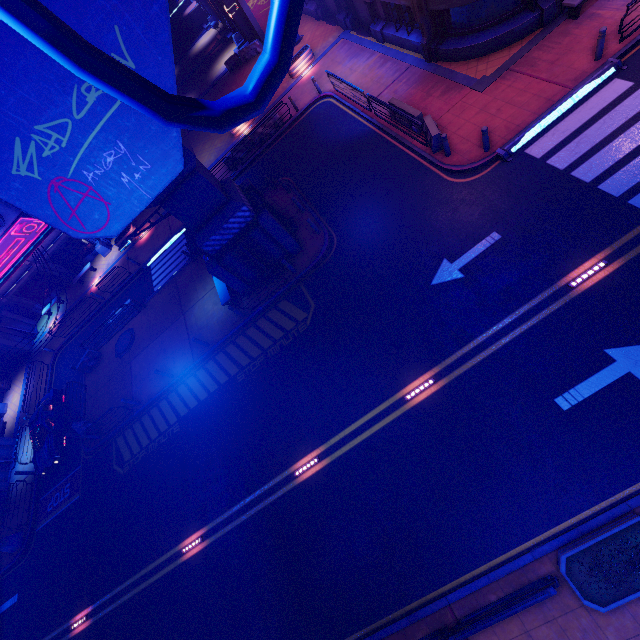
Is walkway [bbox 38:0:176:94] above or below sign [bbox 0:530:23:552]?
above

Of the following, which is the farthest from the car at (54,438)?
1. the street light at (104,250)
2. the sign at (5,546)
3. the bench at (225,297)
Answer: the bench at (225,297)

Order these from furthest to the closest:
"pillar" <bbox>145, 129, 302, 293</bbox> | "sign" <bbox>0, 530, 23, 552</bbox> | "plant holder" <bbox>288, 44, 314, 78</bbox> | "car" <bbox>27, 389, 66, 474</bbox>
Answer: "plant holder" <bbox>288, 44, 314, 78</bbox>
"car" <bbox>27, 389, 66, 474</bbox>
"sign" <bbox>0, 530, 23, 552</bbox>
"pillar" <bbox>145, 129, 302, 293</bbox>

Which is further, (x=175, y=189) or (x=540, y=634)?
(x=175, y=189)

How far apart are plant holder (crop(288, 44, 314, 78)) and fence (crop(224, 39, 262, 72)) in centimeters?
824cm

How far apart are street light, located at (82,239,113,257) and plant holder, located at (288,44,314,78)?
21.1m

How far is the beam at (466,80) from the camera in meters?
15.4

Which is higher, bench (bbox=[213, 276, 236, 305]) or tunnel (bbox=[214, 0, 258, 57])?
tunnel (bbox=[214, 0, 258, 57])
